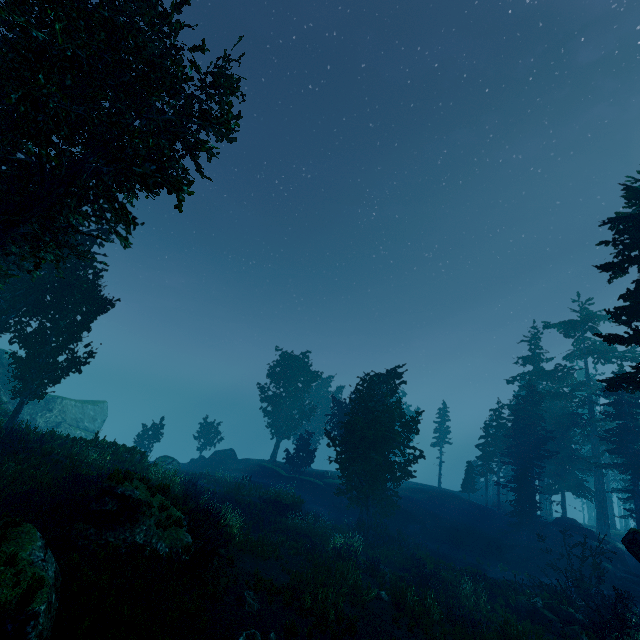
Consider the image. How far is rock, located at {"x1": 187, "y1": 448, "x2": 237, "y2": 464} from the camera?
41.84m

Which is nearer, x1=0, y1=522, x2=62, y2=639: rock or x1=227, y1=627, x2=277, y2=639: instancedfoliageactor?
x1=0, y1=522, x2=62, y2=639: rock

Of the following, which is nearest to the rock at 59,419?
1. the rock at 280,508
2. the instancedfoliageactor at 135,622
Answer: the rock at 280,508

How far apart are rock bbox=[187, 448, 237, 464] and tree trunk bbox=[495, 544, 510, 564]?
30.3m

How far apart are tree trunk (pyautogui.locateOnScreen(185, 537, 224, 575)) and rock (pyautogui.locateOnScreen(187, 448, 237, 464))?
32.2m

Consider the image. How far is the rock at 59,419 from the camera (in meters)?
34.75

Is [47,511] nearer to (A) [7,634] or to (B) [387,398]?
(A) [7,634]

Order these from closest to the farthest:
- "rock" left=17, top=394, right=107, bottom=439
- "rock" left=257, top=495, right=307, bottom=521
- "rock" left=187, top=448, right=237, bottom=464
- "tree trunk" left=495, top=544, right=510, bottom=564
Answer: "rock" left=257, top=495, right=307, bottom=521 → "tree trunk" left=495, top=544, right=510, bottom=564 → "rock" left=17, top=394, right=107, bottom=439 → "rock" left=187, top=448, right=237, bottom=464
